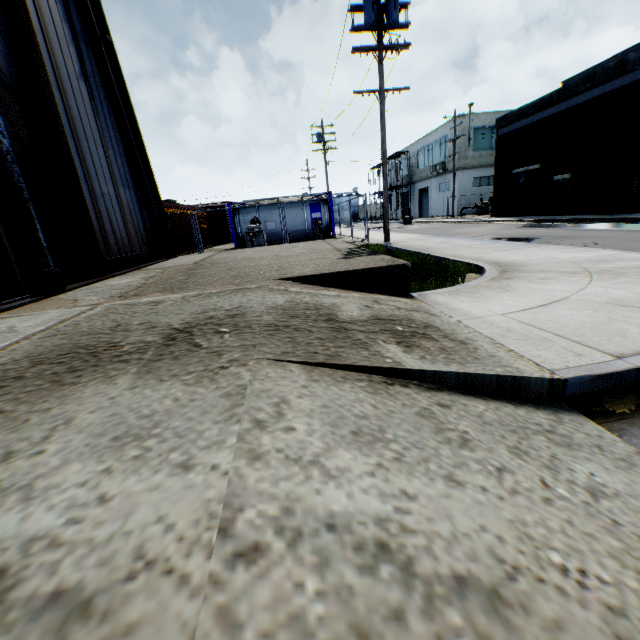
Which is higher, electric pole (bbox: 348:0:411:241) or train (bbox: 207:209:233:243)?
electric pole (bbox: 348:0:411:241)

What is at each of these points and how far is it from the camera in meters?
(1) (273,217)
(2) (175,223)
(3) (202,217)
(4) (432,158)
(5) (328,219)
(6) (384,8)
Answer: (1) tank container, 21.2
(2) storage container, 17.5
(3) storage container, 23.7
(4) building, 39.8
(5) tank container, 21.7
(6) electric pole, 12.1

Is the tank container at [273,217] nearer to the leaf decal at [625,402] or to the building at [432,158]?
the building at [432,158]

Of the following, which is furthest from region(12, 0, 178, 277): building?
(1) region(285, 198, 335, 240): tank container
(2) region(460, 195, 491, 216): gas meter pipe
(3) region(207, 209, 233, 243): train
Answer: (2) region(460, 195, 491, 216): gas meter pipe

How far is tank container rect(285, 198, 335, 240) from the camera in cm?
2134

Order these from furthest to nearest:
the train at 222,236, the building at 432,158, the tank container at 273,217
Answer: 1. the building at 432,158
2. the train at 222,236
3. the tank container at 273,217

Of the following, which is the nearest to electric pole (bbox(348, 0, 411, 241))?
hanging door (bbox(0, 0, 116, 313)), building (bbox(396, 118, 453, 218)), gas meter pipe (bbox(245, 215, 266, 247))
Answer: gas meter pipe (bbox(245, 215, 266, 247))

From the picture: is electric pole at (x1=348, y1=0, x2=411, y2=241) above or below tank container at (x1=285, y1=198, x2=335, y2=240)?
above
